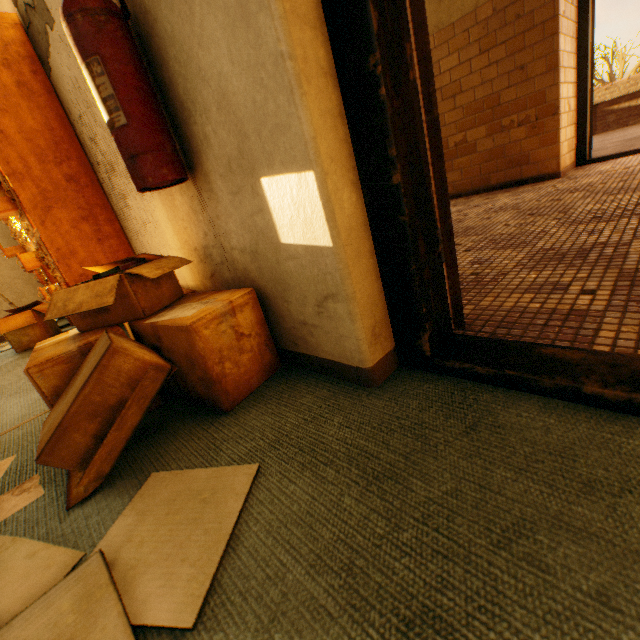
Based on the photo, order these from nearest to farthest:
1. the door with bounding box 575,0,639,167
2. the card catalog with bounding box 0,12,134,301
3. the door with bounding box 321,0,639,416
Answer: the door with bounding box 321,0,639,416 → the card catalog with bounding box 0,12,134,301 → the door with bounding box 575,0,639,167

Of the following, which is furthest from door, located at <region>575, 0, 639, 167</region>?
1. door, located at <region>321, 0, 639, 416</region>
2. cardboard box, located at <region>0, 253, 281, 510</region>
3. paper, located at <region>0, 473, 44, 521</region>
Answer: paper, located at <region>0, 473, 44, 521</region>

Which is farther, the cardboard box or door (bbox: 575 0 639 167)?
door (bbox: 575 0 639 167)

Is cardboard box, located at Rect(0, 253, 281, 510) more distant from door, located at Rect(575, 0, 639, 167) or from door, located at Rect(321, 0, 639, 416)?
door, located at Rect(575, 0, 639, 167)

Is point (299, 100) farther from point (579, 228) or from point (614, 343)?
point (579, 228)

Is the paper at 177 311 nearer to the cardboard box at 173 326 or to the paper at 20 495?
the cardboard box at 173 326

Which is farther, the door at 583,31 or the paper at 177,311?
the door at 583,31

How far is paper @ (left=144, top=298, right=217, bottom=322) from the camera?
1.1m
